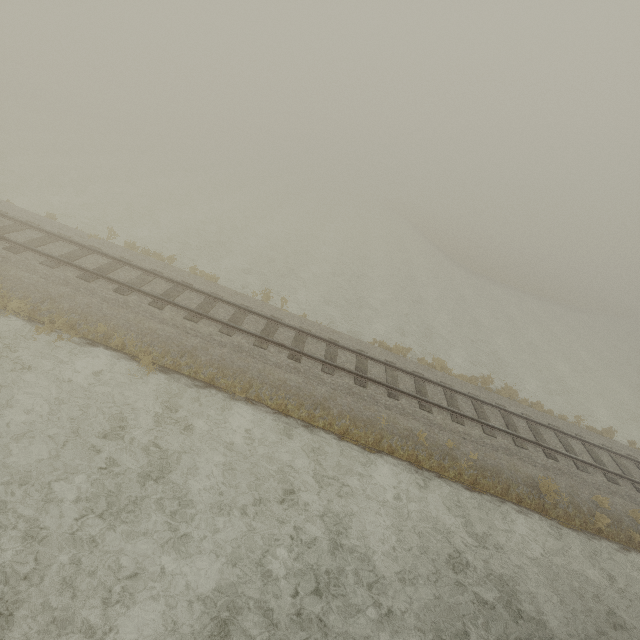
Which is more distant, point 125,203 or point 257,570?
point 125,203
